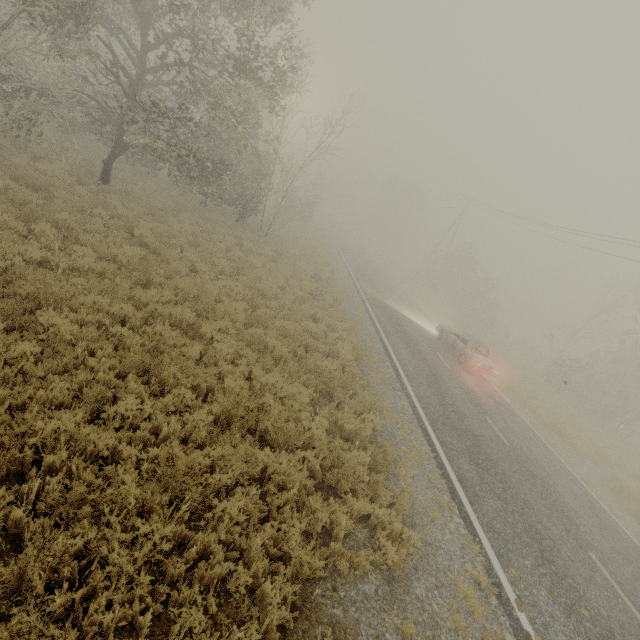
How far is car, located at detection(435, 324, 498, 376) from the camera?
16.7m

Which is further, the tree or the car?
the car

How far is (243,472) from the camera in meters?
5.4

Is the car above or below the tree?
below

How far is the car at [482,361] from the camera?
16.7m

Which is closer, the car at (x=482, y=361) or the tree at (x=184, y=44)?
the tree at (x=184, y=44)
